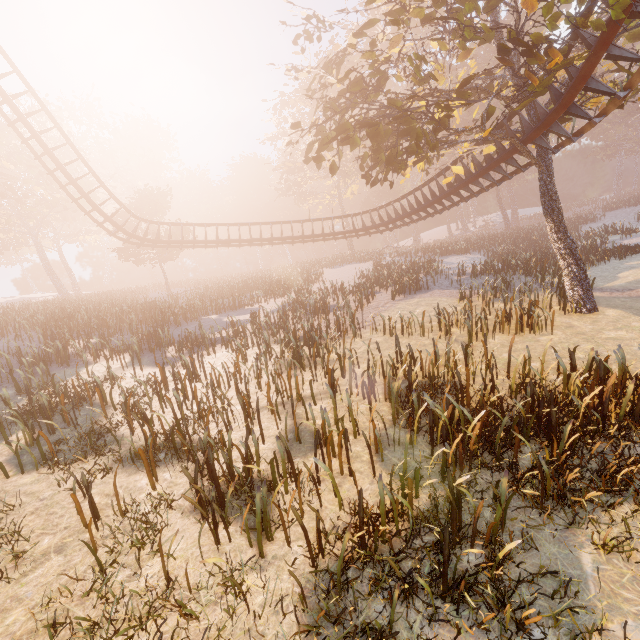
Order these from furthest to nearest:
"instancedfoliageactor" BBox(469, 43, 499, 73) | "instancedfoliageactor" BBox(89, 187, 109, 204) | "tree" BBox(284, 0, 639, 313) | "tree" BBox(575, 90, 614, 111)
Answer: "instancedfoliageactor" BBox(469, 43, 499, 73)
"instancedfoliageactor" BBox(89, 187, 109, 204)
"tree" BBox(575, 90, 614, 111)
"tree" BBox(284, 0, 639, 313)

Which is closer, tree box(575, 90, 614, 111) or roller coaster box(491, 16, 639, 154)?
roller coaster box(491, 16, 639, 154)

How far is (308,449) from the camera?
6.93m

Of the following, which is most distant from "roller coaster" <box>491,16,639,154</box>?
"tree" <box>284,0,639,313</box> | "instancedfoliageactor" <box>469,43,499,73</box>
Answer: "instancedfoliageactor" <box>469,43,499,73</box>

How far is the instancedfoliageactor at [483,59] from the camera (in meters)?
45.88

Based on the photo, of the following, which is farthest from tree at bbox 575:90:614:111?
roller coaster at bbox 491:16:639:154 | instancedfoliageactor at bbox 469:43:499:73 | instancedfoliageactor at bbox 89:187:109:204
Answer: instancedfoliageactor at bbox 89:187:109:204

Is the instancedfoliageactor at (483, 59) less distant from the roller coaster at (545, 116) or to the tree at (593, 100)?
the tree at (593, 100)

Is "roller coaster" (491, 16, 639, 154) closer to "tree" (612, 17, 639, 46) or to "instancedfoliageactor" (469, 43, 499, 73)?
"tree" (612, 17, 639, 46)
